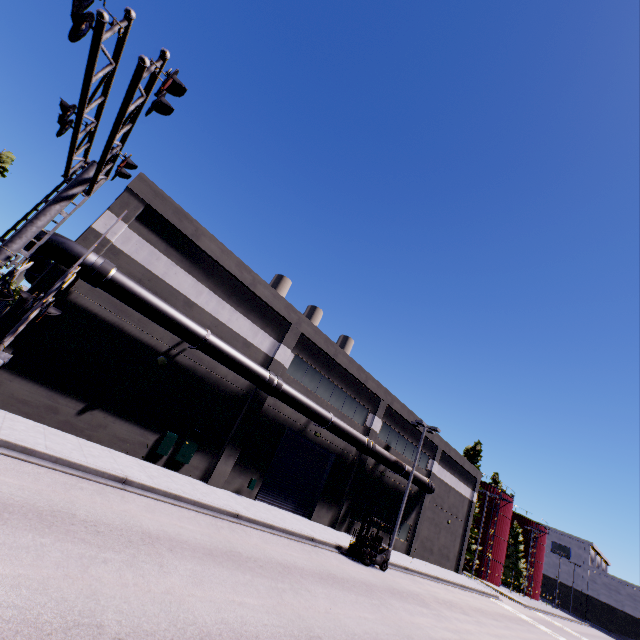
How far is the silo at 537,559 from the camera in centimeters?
5709cm

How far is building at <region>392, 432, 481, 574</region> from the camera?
29.1 meters

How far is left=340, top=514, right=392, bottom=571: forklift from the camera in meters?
17.1

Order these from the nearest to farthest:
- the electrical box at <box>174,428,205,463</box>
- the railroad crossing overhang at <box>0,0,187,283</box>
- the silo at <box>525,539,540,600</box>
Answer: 1. the railroad crossing overhang at <box>0,0,187,283</box>
2. the electrical box at <box>174,428,205,463</box>
3. the silo at <box>525,539,540,600</box>

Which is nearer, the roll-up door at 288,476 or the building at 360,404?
the building at 360,404

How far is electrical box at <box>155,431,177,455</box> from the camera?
15.1m

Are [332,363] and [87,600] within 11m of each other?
no

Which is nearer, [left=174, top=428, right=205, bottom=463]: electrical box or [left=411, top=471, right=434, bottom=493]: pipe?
[left=174, top=428, right=205, bottom=463]: electrical box
